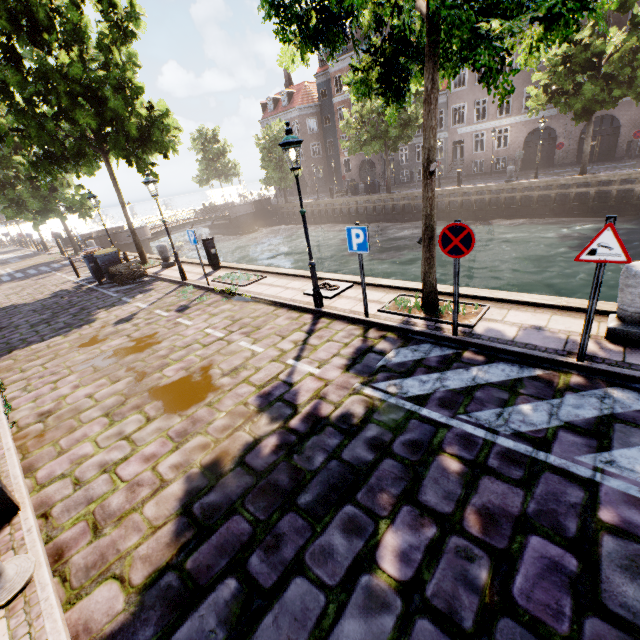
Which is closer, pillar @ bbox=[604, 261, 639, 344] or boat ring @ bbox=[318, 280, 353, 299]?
pillar @ bbox=[604, 261, 639, 344]

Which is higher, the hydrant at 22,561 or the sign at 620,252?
the sign at 620,252

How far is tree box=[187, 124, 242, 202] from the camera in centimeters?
4181cm

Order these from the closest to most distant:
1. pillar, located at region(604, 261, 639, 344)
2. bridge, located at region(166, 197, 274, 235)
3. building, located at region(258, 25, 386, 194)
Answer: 1. pillar, located at region(604, 261, 639, 344)
2. bridge, located at region(166, 197, 274, 235)
3. building, located at region(258, 25, 386, 194)

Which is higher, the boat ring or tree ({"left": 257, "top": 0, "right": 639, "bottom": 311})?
tree ({"left": 257, "top": 0, "right": 639, "bottom": 311})

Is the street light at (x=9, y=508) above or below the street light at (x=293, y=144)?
below

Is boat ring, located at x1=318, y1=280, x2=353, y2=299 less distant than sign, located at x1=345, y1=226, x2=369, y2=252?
No

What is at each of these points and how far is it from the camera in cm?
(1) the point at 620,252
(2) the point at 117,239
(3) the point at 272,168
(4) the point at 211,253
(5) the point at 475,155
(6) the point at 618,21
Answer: (1) sign, 370
(2) bridge, 2841
(3) tree, 3566
(4) electrical box, 1276
(5) building, 3155
(6) building, 2256
